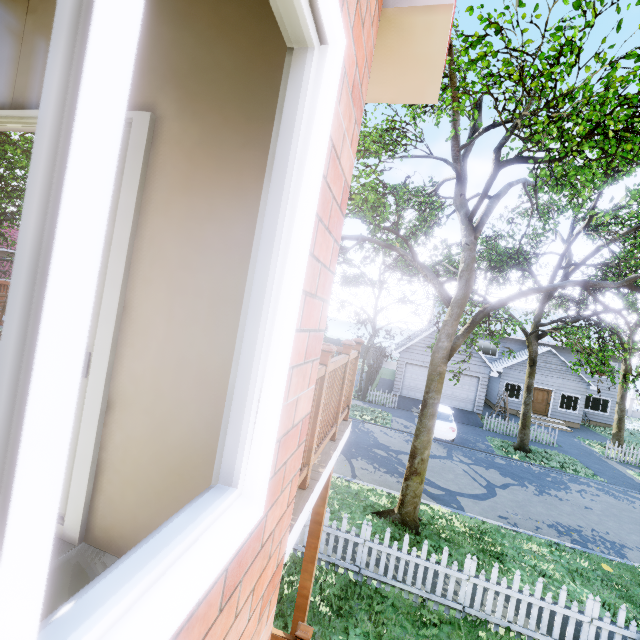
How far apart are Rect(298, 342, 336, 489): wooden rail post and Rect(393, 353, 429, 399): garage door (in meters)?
21.57

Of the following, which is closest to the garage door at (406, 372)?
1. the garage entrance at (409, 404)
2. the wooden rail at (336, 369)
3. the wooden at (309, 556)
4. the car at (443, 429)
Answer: the garage entrance at (409, 404)

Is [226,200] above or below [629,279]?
below

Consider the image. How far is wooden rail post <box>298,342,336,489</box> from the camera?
2.4m

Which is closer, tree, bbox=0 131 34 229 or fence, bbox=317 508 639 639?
fence, bbox=317 508 639 639

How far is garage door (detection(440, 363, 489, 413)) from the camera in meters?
21.9

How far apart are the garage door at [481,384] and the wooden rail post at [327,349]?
21.57m

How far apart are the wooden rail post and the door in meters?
28.9 m
